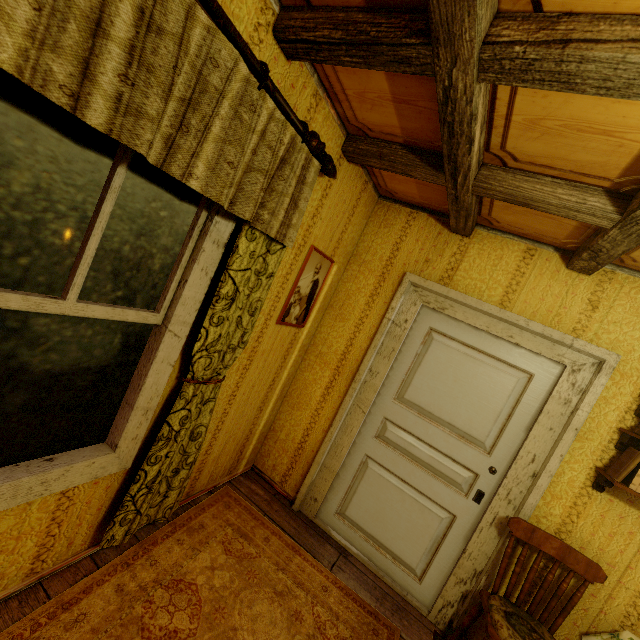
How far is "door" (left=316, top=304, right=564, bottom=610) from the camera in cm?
240

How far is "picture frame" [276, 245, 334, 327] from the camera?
2.4m

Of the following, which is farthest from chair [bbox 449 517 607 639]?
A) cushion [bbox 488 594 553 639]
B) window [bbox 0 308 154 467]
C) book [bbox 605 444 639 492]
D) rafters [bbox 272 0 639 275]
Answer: window [bbox 0 308 154 467]

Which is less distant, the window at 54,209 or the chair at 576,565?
the window at 54,209

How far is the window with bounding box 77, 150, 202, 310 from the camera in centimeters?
127cm

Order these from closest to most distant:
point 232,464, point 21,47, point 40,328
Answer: point 21,47, point 40,328, point 232,464

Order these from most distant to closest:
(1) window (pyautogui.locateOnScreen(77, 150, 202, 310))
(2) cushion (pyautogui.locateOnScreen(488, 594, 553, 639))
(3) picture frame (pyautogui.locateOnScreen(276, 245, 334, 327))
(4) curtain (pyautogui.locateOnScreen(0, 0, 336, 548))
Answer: (3) picture frame (pyautogui.locateOnScreen(276, 245, 334, 327)), (2) cushion (pyautogui.locateOnScreen(488, 594, 553, 639)), (1) window (pyautogui.locateOnScreen(77, 150, 202, 310)), (4) curtain (pyautogui.locateOnScreen(0, 0, 336, 548))

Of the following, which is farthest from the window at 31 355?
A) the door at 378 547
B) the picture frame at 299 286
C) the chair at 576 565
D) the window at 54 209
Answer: the chair at 576 565
